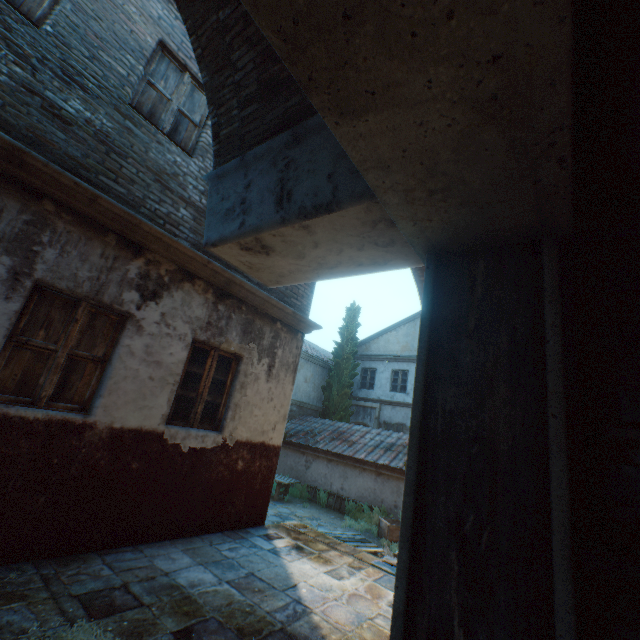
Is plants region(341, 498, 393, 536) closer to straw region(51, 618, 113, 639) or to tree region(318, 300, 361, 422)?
tree region(318, 300, 361, 422)

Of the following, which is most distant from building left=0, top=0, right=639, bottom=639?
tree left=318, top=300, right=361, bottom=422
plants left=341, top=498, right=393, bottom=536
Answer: plants left=341, top=498, right=393, bottom=536

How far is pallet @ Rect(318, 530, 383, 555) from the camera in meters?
8.5 m

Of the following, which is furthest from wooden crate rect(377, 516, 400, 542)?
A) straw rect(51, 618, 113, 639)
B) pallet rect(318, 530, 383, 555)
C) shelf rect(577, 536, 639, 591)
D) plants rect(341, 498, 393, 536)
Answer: shelf rect(577, 536, 639, 591)

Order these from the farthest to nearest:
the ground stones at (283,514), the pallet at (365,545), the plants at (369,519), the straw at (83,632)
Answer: the plants at (369,519) → the ground stones at (283,514) → the pallet at (365,545) → the straw at (83,632)

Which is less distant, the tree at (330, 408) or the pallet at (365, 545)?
the pallet at (365, 545)

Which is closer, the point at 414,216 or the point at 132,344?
the point at 414,216

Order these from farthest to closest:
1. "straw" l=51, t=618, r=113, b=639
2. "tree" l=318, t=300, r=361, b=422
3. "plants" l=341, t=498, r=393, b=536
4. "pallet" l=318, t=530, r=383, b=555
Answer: "tree" l=318, t=300, r=361, b=422
"plants" l=341, t=498, r=393, b=536
"pallet" l=318, t=530, r=383, b=555
"straw" l=51, t=618, r=113, b=639
